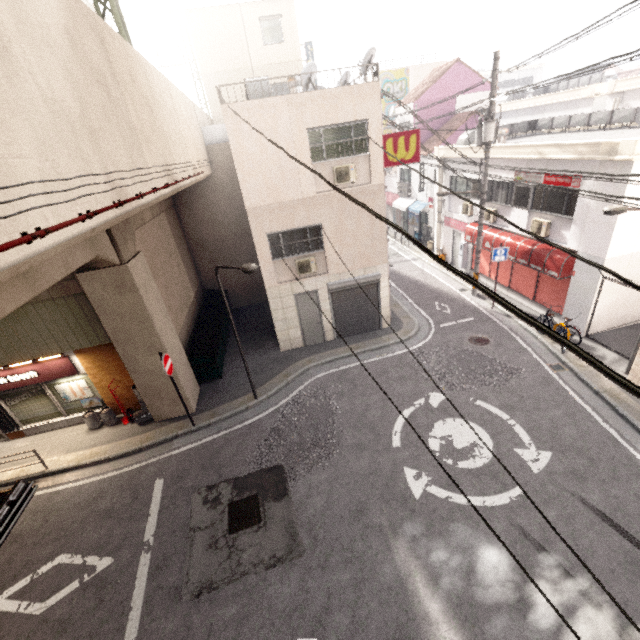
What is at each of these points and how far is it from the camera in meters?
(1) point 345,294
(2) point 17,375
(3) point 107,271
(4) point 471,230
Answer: (1) rolling shutter, 13.2 m
(2) sign, 10.4 m
(3) concrete pillar, 8.6 m
(4) awning, 16.1 m

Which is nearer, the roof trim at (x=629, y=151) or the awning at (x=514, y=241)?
the roof trim at (x=629, y=151)

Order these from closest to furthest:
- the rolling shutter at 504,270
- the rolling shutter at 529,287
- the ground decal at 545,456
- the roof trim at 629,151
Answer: the ground decal at 545,456
the roof trim at 629,151
the rolling shutter at 529,287
the rolling shutter at 504,270

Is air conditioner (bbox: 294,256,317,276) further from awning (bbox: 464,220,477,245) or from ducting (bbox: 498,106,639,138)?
ducting (bbox: 498,106,639,138)

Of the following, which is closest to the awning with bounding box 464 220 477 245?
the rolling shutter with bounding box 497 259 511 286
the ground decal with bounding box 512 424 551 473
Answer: the rolling shutter with bounding box 497 259 511 286

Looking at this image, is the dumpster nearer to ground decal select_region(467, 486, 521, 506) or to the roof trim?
ground decal select_region(467, 486, 521, 506)

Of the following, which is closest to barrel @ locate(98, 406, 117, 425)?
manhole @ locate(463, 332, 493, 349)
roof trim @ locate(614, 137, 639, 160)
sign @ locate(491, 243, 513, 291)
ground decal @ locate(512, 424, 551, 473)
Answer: ground decal @ locate(512, 424, 551, 473)

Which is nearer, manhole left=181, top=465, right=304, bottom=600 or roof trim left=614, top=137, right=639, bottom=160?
manhole left=181, top=465, right=304, bottom=600
